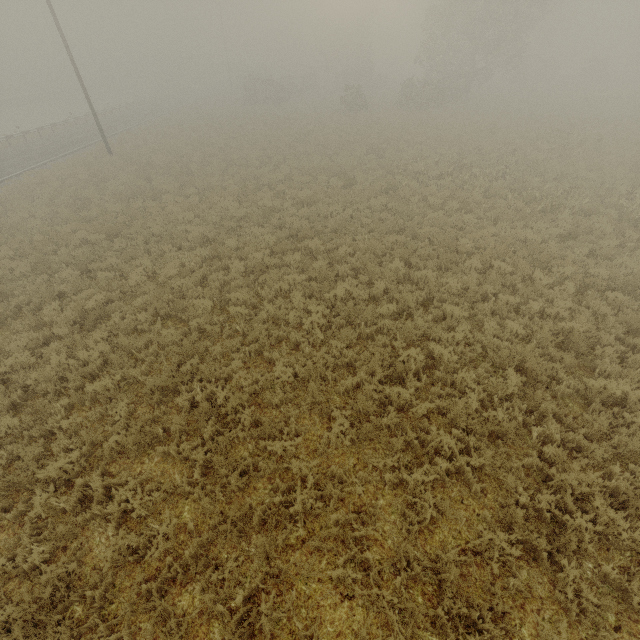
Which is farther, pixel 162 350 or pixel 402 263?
pixel 402 263
